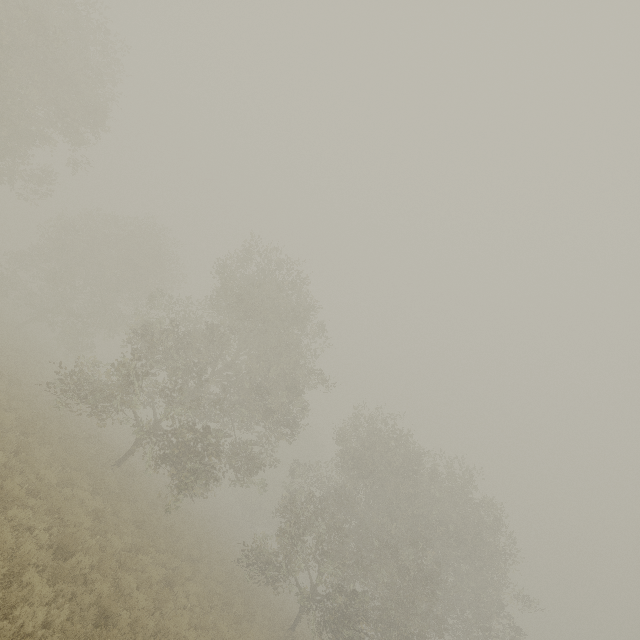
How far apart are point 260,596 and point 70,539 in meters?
17.7 m
